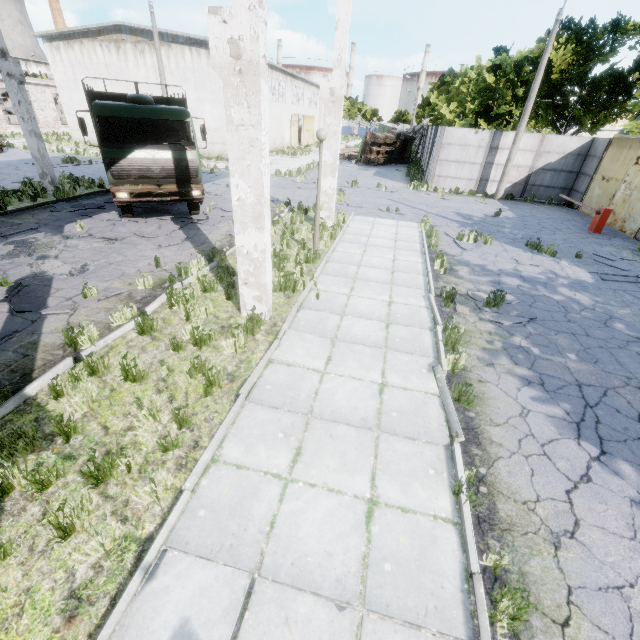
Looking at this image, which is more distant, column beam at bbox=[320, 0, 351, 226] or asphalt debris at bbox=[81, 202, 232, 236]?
asphalt debris at bbox=[81, 202, 232, 236]

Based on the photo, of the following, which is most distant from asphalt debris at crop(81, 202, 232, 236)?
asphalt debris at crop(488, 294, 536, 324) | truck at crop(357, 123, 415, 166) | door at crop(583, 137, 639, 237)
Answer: truck at crop(357, 123, 415, 166)

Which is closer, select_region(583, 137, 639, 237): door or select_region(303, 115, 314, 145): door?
select_region(583, 137, 639, 237): door

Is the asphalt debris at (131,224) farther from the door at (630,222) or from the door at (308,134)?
the door at (308,134)

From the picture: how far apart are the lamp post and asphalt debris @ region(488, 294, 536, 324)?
4.9 meters

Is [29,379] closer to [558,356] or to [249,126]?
[249,126]

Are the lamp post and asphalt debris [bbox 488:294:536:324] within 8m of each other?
yes

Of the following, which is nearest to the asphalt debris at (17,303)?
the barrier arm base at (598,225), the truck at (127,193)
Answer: the truck at (127,193)
